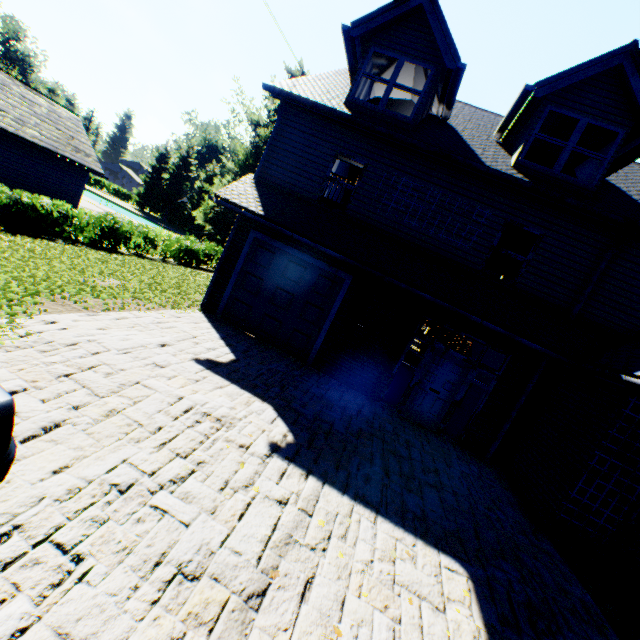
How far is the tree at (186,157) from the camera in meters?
52.4 m

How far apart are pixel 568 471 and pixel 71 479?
8.2m

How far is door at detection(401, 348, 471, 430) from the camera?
9.0m

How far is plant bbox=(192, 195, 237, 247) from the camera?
38.0m

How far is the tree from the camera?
52.4m

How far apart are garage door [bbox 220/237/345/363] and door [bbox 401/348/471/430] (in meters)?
3.01

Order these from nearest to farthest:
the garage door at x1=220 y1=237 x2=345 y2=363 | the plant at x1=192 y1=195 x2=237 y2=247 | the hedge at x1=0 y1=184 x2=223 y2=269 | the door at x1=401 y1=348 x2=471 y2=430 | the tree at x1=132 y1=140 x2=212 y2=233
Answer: the door at x1=401 y1=348 x2=471 y2=430
the garage door at x1=220 y1=237 x2=345 y2=363
the hedge at x1=0 y1=184 x2=223 y2=269
the plant at x1=192 y1=195 x2=237 y2=247
the tree at x1=132 y1=140 x2=212 y2=233

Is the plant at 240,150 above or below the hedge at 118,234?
above
